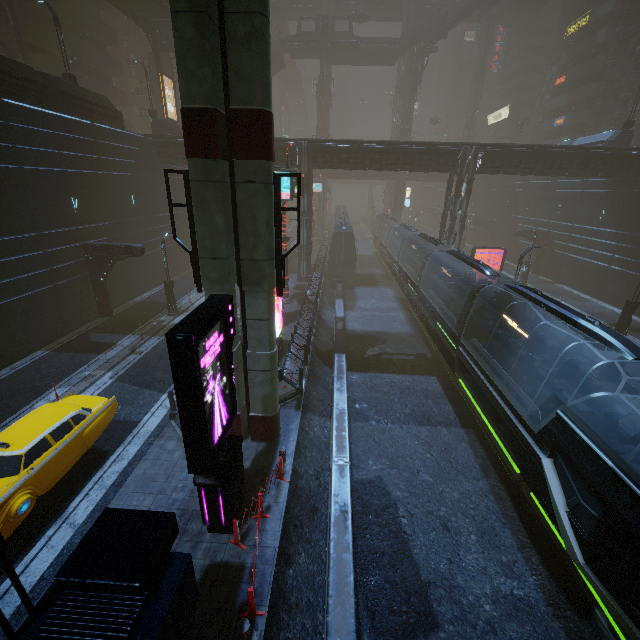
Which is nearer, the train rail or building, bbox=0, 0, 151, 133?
the train rail

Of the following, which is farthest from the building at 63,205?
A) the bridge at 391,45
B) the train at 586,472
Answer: the train at 586,472

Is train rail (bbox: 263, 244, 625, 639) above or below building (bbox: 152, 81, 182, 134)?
below

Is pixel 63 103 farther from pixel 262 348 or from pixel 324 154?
pixel 262 348

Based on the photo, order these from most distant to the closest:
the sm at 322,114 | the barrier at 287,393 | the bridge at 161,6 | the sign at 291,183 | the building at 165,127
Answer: the sm at 322,114 < the building at 165,127 < the bridge at 161,6 < the sign at 291,183 < the barrier at 287,393

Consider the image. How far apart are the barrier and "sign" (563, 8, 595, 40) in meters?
64.3

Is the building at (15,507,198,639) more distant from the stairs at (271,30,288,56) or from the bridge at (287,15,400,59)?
the stairs at (271,30,288,56)
